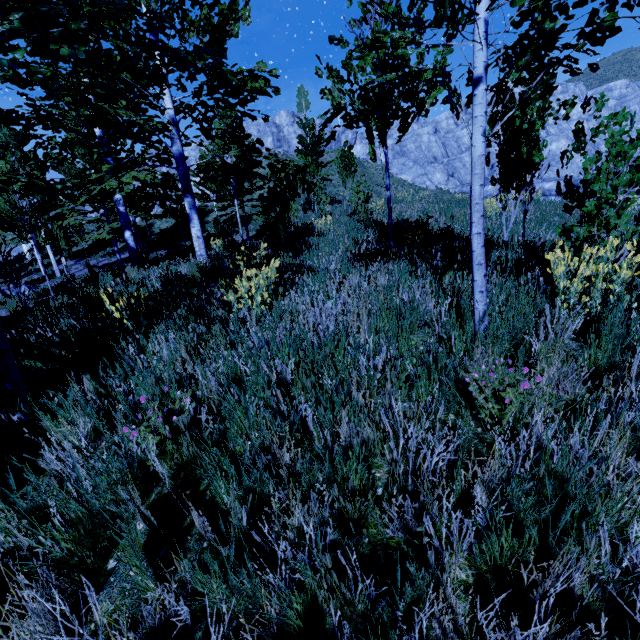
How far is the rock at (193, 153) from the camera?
41.84m

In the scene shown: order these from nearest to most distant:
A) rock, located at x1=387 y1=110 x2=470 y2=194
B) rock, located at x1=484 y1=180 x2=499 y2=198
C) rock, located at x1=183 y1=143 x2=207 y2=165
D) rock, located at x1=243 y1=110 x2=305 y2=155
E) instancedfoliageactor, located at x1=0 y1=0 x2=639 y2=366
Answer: instancedfoliageactor, located at x1=0 y1=0 x2=639 y2=366 < rock, located at x1=484 y1=180 x2=499 y2=198 < rock, located at x1=387 y1=110 x2=470 y2=194 < rock, located at x1=243 y1=110 x2=305 y2=155 < rock, located at x1=183 y1=143 x2=207 y2=165

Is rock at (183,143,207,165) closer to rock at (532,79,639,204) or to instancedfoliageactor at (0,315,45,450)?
instancedfoliageactor at (0,315,45,450)

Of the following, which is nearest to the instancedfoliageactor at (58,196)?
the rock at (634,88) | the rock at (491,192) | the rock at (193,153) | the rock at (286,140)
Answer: the rock at (491,192)

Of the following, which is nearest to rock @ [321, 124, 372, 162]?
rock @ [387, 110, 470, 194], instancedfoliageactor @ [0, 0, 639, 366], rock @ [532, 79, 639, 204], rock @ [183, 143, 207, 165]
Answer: rock @ [387, 110, 470, 194]

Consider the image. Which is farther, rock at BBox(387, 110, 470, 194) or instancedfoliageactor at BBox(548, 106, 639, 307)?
rock at BBox(387, 110, 470, 194)

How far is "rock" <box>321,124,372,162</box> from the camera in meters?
42.0

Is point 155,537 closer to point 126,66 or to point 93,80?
point 93,80
